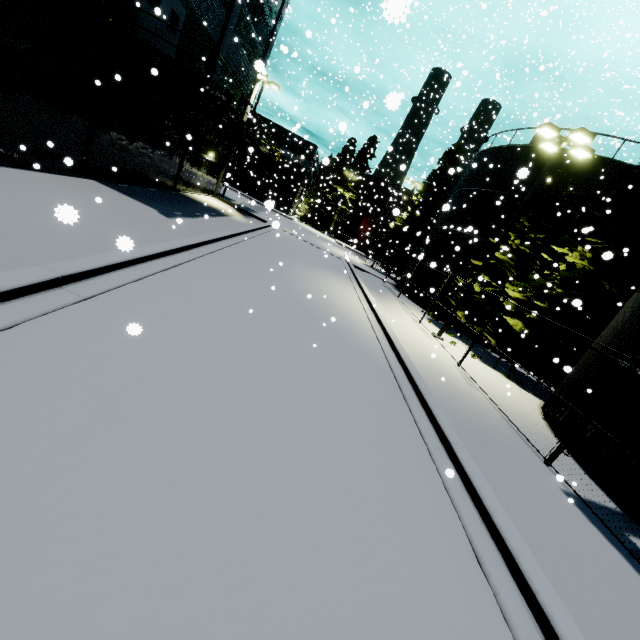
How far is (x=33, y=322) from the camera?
4.23m

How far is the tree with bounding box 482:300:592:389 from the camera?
14.55m

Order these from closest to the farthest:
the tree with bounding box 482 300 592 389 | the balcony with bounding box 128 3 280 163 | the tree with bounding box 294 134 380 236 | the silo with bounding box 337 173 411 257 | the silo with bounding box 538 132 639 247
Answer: the balcony with bounding box 128 3 280 163, the tree with bounding box 482 300 592 389, the silo with bounding box 538 132 639 247, the silo with bounding box 337 173 411 257, the tree with bounding box 294 134 380 236

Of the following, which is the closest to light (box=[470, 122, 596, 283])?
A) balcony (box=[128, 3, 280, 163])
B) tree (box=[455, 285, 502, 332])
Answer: tree (box=[455, 285, 502, 332])

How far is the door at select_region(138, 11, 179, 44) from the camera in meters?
11.7 m

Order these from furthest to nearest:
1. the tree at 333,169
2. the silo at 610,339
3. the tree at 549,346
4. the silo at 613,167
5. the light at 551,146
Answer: the tree at 333,169 < the silo at 613,167 < the tree at 549,346 < the light at 551,146 < the silo at 610,339

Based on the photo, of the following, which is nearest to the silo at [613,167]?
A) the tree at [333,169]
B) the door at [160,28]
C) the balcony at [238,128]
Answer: the tree at [333,169]

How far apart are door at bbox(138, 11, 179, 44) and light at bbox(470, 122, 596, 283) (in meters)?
15.68
